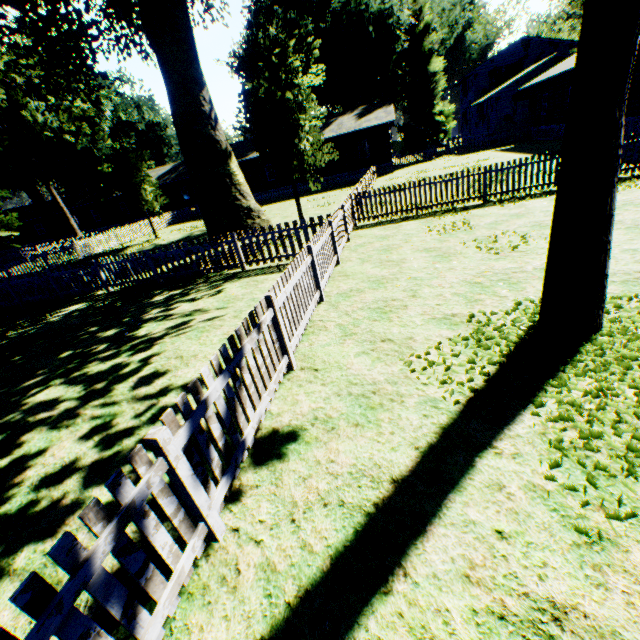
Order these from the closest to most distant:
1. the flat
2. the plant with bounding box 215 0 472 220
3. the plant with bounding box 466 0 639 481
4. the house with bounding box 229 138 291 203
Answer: the plant with bounding box 466 0 639 481
the plant with bounding box 215 0 472 220
the flat
the house with bounding box 229 138 291 203

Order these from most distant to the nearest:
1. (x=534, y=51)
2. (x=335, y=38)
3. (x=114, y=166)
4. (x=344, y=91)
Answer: (x=344, y=91) < (x=534, y=51) < (x=335, y=38) < (x=114, y=166)

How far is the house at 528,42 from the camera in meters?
32.2 m

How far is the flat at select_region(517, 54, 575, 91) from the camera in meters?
22.3 m

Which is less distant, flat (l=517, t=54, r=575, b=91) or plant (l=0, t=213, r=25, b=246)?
flat (l=517, t=54, r=575, b=91)

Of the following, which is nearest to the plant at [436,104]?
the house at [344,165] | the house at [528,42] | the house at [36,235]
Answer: the house at [344,165]

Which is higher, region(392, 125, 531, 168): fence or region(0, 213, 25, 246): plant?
region(0, 213, 25, 246): plant

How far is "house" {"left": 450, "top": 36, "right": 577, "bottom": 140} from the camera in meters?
32.2 m
